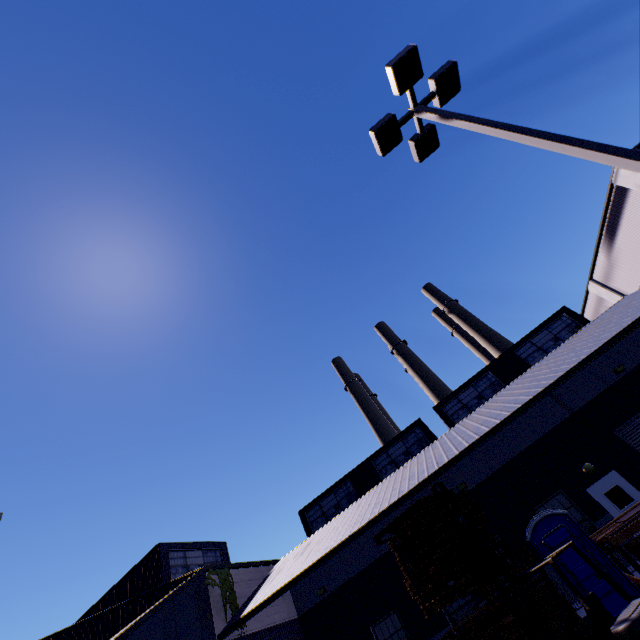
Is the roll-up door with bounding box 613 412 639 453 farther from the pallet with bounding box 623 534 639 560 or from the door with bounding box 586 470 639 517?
the pallet with bounding box 623 534 639 560

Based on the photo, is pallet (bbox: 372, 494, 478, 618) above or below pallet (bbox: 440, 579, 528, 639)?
above

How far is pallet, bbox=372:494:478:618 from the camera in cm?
745

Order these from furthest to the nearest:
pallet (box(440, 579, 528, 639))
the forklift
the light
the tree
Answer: the tree, pallet (box(440, 579, 528, 639)), the forklift, the light

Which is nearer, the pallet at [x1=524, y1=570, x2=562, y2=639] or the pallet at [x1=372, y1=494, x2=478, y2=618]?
the pallet at [x1=372, y1=494, x2=478, y2=618]

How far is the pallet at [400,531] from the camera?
7.5m

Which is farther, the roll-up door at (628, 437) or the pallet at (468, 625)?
the roll-up door at (628, 437)

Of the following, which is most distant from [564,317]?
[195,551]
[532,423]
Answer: [195,551]
